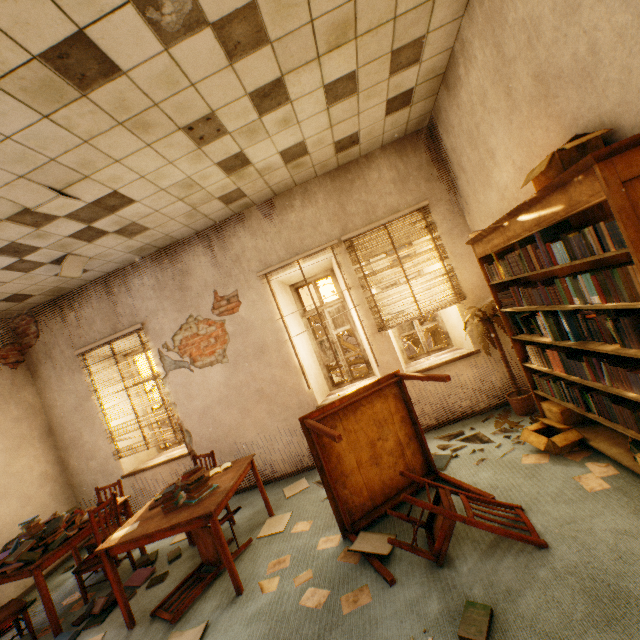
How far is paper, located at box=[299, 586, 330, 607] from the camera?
2.4m

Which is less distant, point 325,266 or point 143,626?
point 143,626

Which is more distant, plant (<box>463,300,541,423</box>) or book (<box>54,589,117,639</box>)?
plant (<box>463,300,541,423</box>)

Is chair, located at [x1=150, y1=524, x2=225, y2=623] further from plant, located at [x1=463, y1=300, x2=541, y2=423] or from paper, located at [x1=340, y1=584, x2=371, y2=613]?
plant, located at [x1=463, y1=300, x2=541, y2=423]

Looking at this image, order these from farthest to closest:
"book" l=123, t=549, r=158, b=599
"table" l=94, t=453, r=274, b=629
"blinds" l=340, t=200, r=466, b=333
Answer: "blinds" l=340, t=200, r=466, b=333
"book" l=123, t=549, r=158, b=599
"table" l=94, t=453, r=274, b=629

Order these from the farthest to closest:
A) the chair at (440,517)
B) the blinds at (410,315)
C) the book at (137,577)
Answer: the blinds at (410,315) → the book at (137,577) → the chair at (440,517)

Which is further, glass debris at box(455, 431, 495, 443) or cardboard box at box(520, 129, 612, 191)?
glass debris at box(455, 431, 495, 443)

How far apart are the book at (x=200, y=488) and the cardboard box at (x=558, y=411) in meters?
3.1
